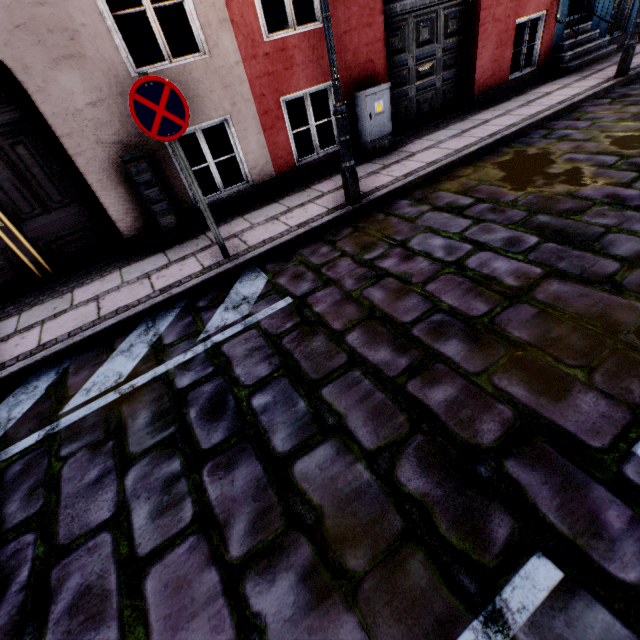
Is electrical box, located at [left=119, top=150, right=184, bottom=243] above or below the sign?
below

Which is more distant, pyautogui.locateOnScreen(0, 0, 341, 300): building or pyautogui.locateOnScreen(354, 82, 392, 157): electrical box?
pyautogui.locateOnScreen(354, 82, 392, 157): electrical box

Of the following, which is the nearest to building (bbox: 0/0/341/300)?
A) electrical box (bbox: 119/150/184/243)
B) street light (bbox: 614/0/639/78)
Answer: electrical box (bbox: 119/150/184/243)

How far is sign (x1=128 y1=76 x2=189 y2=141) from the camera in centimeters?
303cm

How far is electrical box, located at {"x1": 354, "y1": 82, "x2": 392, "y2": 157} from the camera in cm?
566

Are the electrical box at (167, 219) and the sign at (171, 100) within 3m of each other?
yes

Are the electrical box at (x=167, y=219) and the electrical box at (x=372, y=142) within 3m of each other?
no

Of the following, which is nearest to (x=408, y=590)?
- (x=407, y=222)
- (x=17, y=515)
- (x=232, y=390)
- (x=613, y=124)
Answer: (x=232, y=390)
